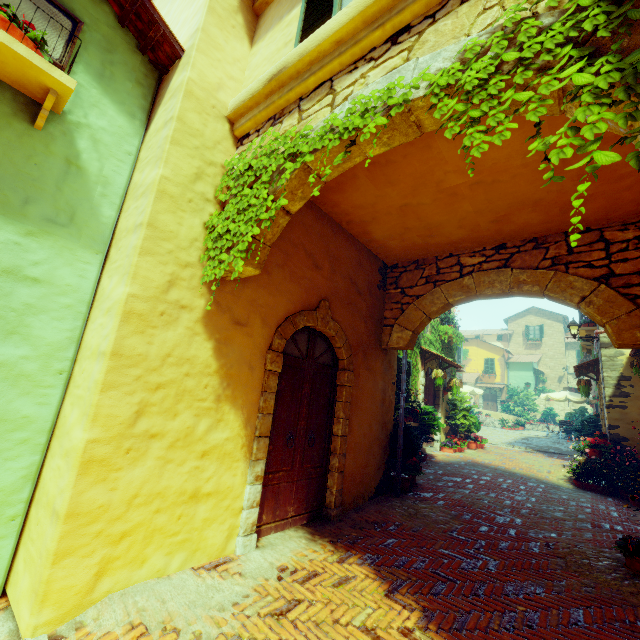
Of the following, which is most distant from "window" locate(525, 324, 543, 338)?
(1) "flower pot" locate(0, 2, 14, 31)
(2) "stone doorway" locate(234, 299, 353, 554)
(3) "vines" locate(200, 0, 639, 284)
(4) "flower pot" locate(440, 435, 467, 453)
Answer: (4) "flower pot" locate(440, 435, 467, 453)

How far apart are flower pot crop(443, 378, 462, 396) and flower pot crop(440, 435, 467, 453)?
1.6m

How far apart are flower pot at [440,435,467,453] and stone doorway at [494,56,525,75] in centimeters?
1051cm

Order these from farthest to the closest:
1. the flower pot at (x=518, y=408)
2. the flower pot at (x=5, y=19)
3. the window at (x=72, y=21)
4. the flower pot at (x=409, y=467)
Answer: the flower pot at (x=518, y=408) → the flower pot at (x=409, y=467) → the window at (x=72, y=21) → the flower pot at (x=5, y=19)

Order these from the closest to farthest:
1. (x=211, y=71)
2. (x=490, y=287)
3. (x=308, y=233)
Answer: (x=211, y=71) < (x=308, y=233) < (x=490, y=287)

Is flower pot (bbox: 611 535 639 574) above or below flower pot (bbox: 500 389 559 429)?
below

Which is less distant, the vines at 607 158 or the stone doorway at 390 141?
the vines at 607 158

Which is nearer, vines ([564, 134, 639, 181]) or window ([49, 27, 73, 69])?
vines ([564, 134, 639, 181])
